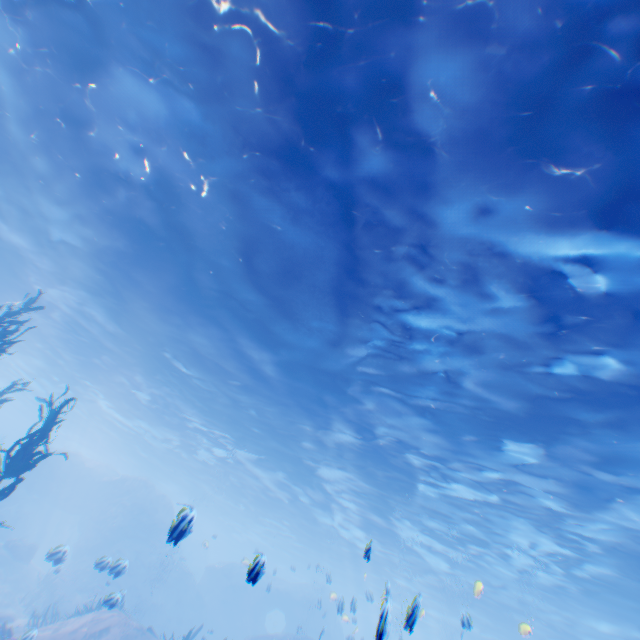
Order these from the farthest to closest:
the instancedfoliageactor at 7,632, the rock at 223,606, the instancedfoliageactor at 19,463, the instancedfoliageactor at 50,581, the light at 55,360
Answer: the rock at 223,606
the instancedfoliageactor at 50,581
the instancedfoliageactor at 7,632
the instancedfoliageactor at 19,463
the light at 55,360

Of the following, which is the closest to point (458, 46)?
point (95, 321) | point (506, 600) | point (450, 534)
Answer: point (95, 321)

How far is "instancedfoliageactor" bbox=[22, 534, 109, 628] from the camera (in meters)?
13.31

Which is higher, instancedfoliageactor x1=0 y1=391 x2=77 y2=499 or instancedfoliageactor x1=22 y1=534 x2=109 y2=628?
instancedfoliageactor x1=0 y1=391 x2=77 y2=499

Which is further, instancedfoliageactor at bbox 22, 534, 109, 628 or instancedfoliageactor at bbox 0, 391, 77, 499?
instancedfoliageactor at bbox 22, 534, 109, 628

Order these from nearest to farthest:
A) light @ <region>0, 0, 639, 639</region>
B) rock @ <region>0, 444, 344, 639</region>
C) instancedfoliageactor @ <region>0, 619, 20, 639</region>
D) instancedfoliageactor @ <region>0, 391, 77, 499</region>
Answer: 1. light @ <region>0, 0, 639, 639</region>
2. instancedfoliageactor @ <region>0, 391, 77, 499</region>
3. instancedfoliageactor @ <region>0, 619, 20, 639</region>
4. rock @ <region>0, 444, 344, 639</region>

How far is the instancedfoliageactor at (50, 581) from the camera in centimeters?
1331cm

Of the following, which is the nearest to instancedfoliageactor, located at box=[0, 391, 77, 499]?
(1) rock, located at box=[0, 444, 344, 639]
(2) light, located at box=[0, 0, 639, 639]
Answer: (1) rock, located at box=[0, 444, 344, 639]
